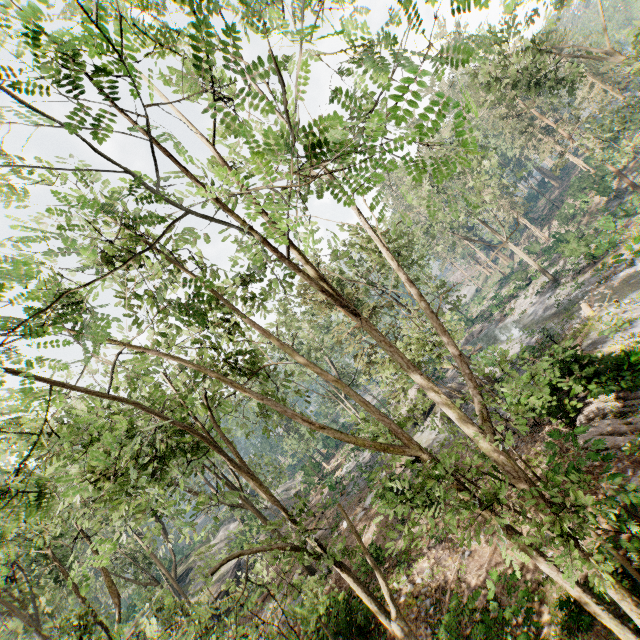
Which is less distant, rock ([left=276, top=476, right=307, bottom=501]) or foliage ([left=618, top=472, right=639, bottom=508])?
foliage ([left=618, top=472, right=639, bottom=508])

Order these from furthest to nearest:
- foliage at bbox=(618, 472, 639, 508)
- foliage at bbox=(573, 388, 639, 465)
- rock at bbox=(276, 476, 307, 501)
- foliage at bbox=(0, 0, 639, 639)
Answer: rock at bbox=(276, 476, 307, 501) → foliage at bbox=(573, 388, 639, 465) → foliage at bbox=(618, 472, 639, 508) → foliage at bbox=(0, 0, 639, 639)

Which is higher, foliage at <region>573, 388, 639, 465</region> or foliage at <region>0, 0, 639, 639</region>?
foliage at <region>0, 0, 639, 639</region>

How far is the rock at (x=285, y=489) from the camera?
45.4 meters

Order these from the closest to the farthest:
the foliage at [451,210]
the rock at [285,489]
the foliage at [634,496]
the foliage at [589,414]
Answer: the foliage at [451,210] → the foliage at [634,496] → the foliage at [589,414] → the rock at [285,489]

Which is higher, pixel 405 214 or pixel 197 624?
pixel 405 214

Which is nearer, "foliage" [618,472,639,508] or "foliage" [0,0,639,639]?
"foliage" [0,0,639,639]

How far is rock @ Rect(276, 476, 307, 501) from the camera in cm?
4541
